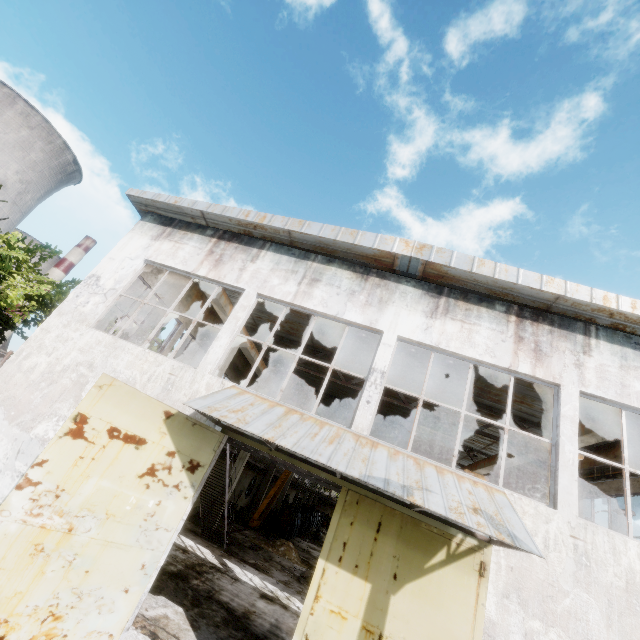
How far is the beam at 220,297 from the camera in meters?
11.2

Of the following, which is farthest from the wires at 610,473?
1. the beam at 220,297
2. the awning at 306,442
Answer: the beam at 220,297

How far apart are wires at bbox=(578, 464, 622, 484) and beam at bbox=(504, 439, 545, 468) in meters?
2.4 m

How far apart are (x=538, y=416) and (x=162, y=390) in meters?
14.0

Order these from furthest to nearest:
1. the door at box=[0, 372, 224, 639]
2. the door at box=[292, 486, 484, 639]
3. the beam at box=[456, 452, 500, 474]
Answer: the beam at box=[456, 452, 500, 474]
the door at box=[292, 486, 484, 639]
the door at box=[0, 372, 224, 639]

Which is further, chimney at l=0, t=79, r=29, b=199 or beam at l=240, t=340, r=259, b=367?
chimney at l=0, t=79, r=29, b=199

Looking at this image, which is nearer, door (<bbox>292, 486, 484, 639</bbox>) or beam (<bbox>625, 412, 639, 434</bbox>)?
door (<bbox>292, 486, 484, 639</bbox>)

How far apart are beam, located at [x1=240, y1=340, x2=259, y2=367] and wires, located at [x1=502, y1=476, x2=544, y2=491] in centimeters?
1483cm
